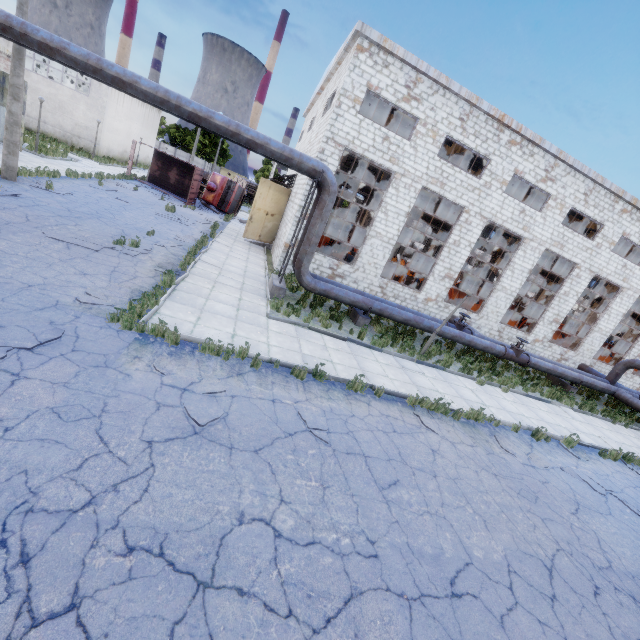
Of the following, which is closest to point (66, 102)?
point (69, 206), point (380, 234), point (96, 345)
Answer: point (69, 206)

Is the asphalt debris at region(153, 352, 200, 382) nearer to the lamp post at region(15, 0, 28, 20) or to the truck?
the lamp post at region(15, 0, 28, 20)

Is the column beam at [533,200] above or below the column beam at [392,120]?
above

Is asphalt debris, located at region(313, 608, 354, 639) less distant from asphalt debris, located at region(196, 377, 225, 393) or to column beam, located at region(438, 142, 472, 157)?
asphalt debris, located at region(196, 377, 225, 393)

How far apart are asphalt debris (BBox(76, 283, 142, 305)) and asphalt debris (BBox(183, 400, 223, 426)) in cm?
323

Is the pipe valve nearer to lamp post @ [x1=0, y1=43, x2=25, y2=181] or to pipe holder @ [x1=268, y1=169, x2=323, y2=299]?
pipe holder @ [x1=268, y1=169, x2=323, y2=299]

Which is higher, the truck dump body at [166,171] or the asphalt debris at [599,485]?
the truck dump body at [166,171]

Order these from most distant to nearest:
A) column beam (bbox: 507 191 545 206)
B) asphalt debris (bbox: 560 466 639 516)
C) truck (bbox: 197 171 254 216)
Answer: truck (bbox: 197 171 254 216) < column beam (bbox: 507 191 545 206) < asphalt debris (bbox: 560 466 639 516)
